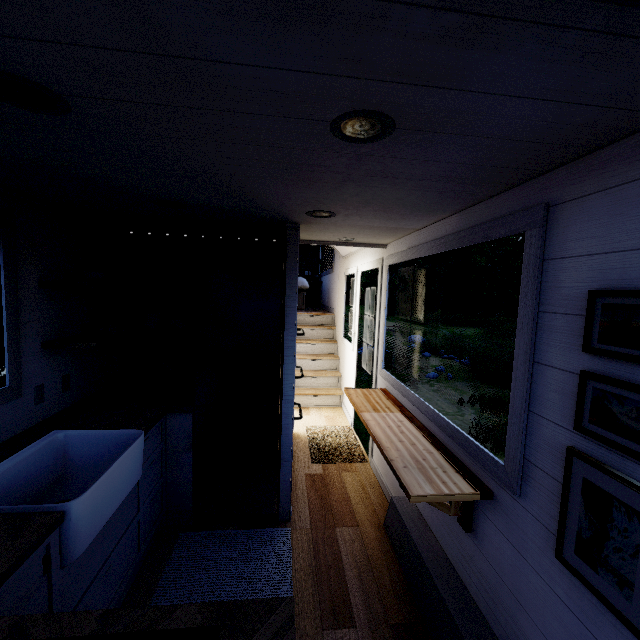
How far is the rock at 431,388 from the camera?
8.5 meters

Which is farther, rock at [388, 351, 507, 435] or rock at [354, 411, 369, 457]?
rock at [388, 351, 507, 435]

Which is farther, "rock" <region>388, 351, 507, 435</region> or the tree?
"rock" <region>388, 351, 507, 435</region>

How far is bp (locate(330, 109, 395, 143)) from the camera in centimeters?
97cm

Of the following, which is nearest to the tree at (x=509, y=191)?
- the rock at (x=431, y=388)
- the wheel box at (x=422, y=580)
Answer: the wheel box at (x=422, y=580)

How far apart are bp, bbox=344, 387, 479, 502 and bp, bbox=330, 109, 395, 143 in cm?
161

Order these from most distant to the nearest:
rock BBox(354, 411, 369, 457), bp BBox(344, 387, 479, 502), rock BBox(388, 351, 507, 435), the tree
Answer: rock BBox(388, 351, 507, 435) → rock BBox(354, 411, 369, 457) → bp BBox(344, 387, 479, 502) → the tree

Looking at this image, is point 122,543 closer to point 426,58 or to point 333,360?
point 426,58
